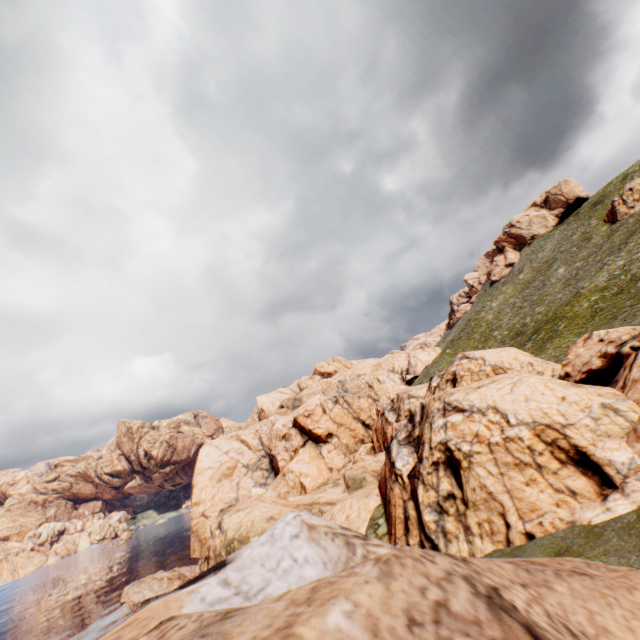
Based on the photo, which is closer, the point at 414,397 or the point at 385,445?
the point at 414,397
